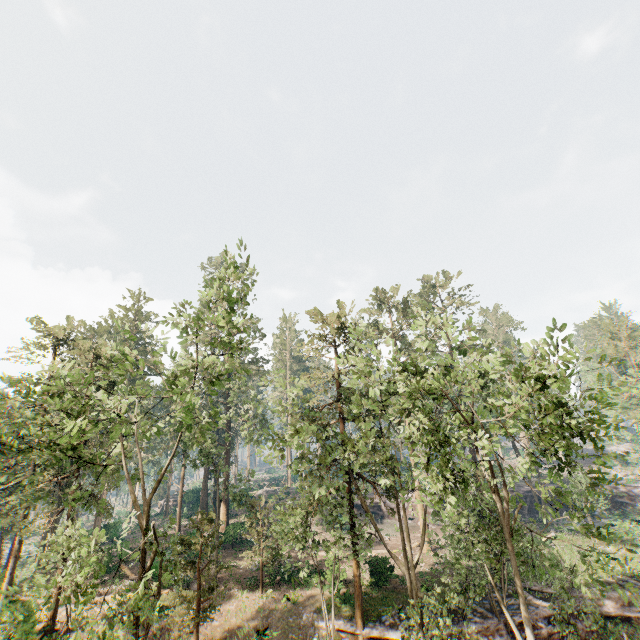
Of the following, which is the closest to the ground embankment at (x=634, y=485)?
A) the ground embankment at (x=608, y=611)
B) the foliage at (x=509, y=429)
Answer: the foliage at (x=509, y=429)

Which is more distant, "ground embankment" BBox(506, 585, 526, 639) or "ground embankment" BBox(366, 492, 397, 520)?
"ground embankment" BBox(366, 492, 397, 520)

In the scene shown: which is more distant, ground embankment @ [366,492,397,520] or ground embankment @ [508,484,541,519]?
ground embankment @ [366,492,397,520]

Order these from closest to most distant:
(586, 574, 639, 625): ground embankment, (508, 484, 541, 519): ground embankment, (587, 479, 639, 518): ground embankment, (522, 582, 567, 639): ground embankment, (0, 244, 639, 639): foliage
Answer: (0, 244, 639, 639): foliage, (522, 582, 567, 639): ground embankment, (586, 574, 639, 625): ground embankment, (587, 479, 639, 518): ground embankment, (508, 484, 541, 519): ground embankment

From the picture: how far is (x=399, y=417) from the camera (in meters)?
23.12

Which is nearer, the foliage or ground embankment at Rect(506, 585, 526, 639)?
the foliage

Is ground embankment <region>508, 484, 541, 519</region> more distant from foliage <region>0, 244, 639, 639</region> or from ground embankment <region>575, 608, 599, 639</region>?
ground embankment <region>575, 608, 599, 639</region>
